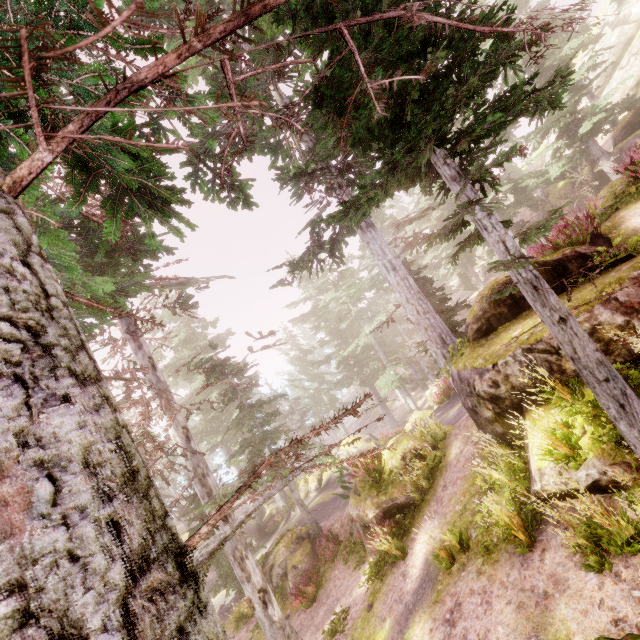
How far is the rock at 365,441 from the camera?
24.87m

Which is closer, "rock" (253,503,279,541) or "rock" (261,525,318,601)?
"rock" (261,525,318,601)

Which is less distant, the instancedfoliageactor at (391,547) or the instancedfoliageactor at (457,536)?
the instancedfoliageactor at (457,536)

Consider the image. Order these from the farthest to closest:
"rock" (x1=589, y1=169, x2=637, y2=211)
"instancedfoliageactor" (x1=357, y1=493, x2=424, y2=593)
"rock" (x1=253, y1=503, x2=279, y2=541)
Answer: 1. "rock" (x1=253, y1=503, x2=279, y2=541)
2. "rock" (x1=589, y1=169, x2=637, y2=211)
3. "instancedfoliageactor" (x1=357, y1=493, x2=424, y2=593)

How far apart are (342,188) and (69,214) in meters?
8.2 m

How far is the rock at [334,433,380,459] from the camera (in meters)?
24.87
